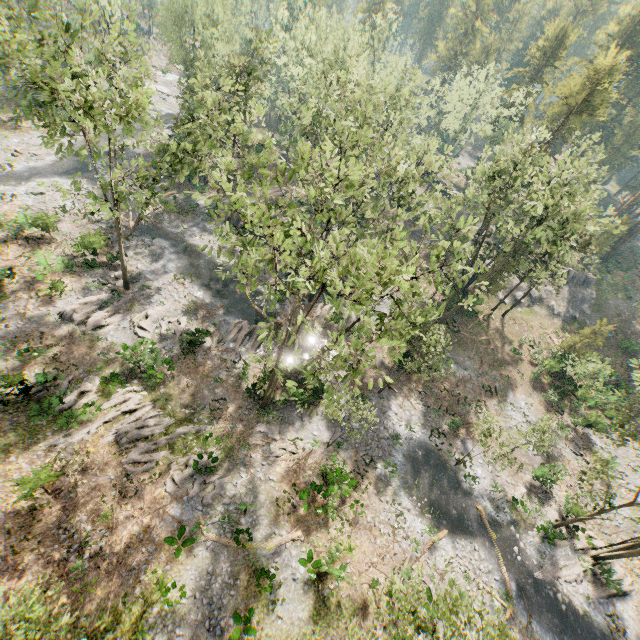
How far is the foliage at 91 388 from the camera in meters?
20.6 m

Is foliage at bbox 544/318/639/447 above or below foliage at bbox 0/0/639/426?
below

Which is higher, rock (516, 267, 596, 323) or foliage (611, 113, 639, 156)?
foliage (611, 113, 639, 156)

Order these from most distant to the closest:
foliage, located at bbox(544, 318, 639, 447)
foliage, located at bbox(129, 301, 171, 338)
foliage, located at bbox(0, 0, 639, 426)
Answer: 1. foliage, located at bbox(129, 301, 171, 338)
2. foliage, located at bbox(544, 318, 639, 447)
3. foliage, located at bbox(0, 0, 639, 426)

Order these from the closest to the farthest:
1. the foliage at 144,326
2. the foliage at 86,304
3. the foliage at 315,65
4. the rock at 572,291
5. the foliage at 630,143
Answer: the foliage at 315,65 → the foliage at 86,304 → the foliage at 144,326 → the rock at 572,291 → the foliage at 630,143

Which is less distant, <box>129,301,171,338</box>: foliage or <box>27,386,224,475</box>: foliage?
<box>27,386,224,475</box>: foliage

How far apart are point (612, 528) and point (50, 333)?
49.4 meters
